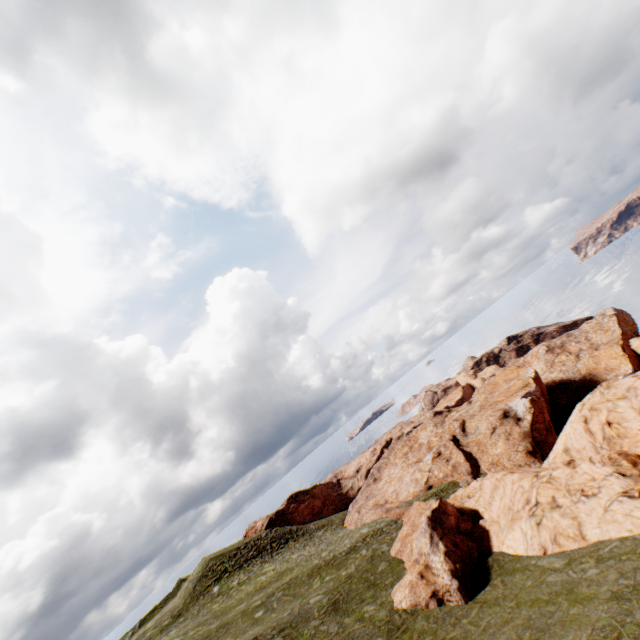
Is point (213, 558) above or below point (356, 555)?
above
